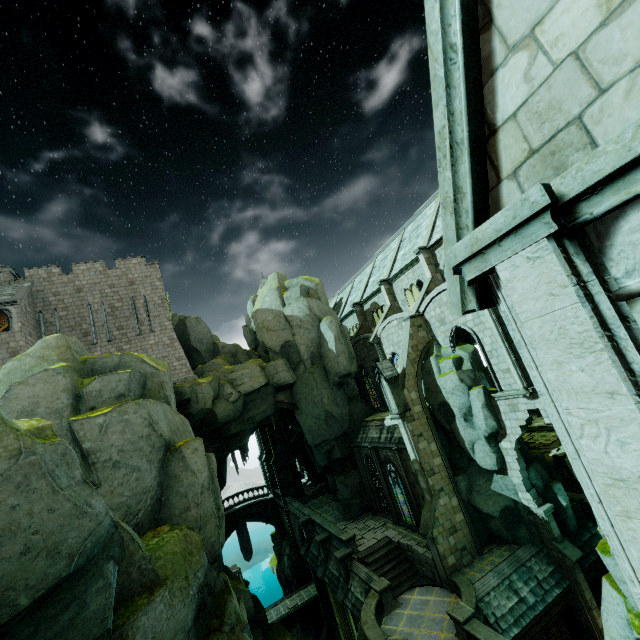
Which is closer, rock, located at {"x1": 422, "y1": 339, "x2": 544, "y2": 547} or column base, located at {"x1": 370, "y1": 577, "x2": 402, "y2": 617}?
column base, located at {"x1": 370, "y1": 577, "x2": 402, "y2": 617}

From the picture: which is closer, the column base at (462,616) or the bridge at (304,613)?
the column base at (462,616)

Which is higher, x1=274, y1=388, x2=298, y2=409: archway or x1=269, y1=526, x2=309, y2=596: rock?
x1=274, y1=388, x2=298, y2=409: archway

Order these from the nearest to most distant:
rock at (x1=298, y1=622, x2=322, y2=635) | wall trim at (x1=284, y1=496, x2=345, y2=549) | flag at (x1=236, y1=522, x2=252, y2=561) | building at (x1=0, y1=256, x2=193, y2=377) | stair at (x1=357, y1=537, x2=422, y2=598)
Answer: stair at (x1=357, y1=537, x2=422, y2=598)
building at (x1=0, y1=256, x2=193, y2=377)
wall trim at (x1=284, y1=496, x2=345, y2=549)
rock at (x1=298, y1=622, x2=322, y2=635)
flag at (x1=236, y1=522, x2=252, y2=561)

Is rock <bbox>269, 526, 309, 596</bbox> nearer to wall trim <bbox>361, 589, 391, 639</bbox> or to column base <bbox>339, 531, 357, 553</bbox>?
column base <bbox>339, 531, 357, 553</bbox>

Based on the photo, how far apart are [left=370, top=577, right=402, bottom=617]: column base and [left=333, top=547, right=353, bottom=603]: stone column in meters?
3.2

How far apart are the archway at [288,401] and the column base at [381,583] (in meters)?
13.33

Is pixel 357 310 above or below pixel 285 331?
above
